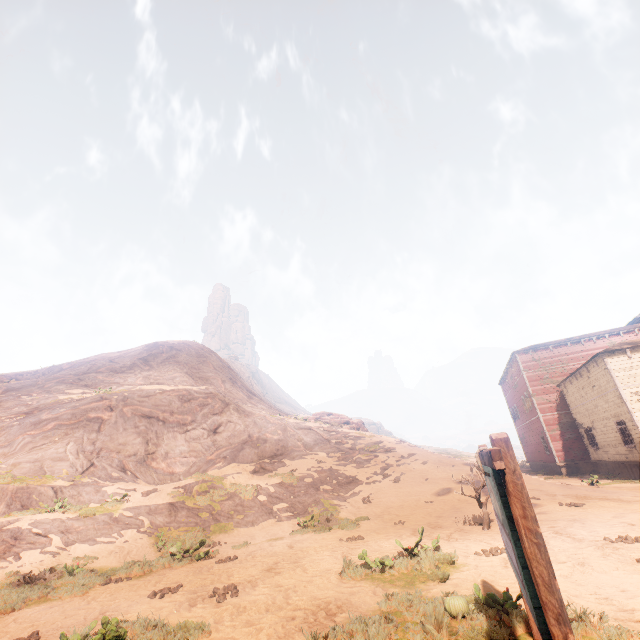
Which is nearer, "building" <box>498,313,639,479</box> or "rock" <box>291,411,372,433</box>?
"building" <box>498,313,639,479</box>

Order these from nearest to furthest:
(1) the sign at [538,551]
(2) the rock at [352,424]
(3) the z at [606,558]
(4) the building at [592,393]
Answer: (1) the sign at [538,551]
(3) the z at [606,558]
(4) the building at [592,393]
(2) the rock at [352,424]

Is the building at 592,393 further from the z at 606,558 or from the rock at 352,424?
the rock at 352,424

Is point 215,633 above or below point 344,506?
below

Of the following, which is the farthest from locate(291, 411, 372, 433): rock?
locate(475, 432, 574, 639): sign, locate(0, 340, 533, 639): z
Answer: locate(475, 432, 574, 639): sign

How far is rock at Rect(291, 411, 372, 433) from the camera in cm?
3247

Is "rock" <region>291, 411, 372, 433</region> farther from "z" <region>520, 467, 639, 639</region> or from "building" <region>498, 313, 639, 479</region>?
"building" <region>498, 313, 639, 479</region>

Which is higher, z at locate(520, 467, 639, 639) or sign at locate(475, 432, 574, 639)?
sign at locate(475, 432, 574, 639)
